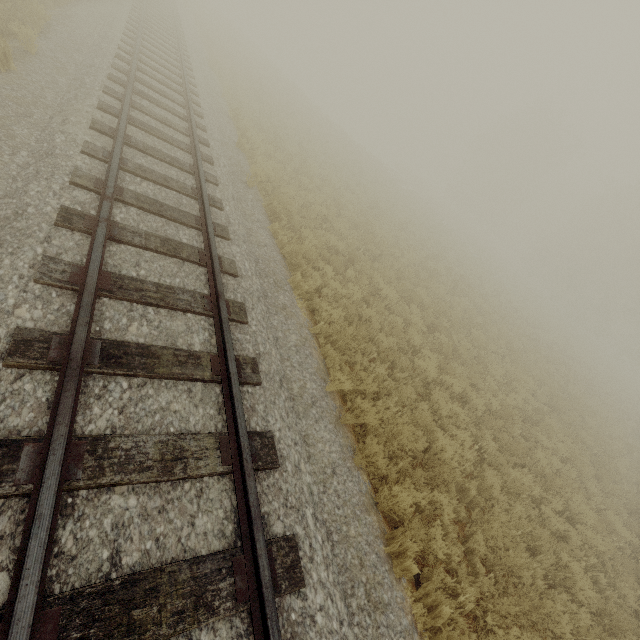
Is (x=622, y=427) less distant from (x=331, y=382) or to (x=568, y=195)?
(x=331, y=382)
